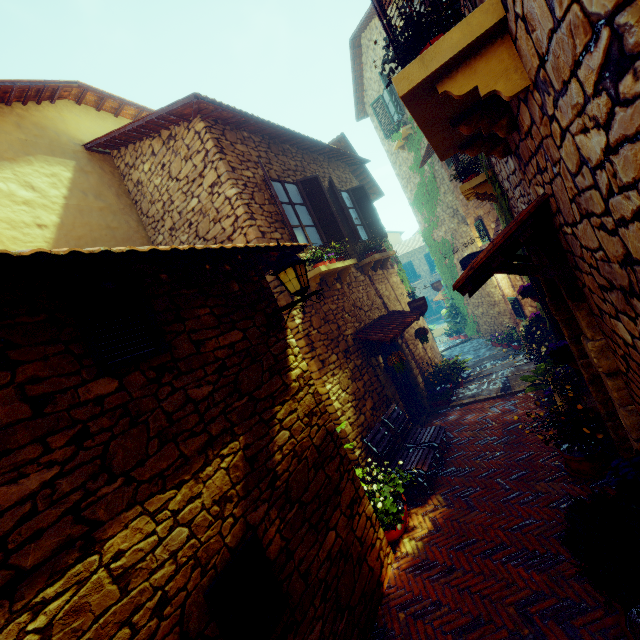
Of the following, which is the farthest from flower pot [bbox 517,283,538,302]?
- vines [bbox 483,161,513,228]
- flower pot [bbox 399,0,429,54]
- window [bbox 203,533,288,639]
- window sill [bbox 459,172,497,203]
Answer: window [bbox 203,533,288,639]

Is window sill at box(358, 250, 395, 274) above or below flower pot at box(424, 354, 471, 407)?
above

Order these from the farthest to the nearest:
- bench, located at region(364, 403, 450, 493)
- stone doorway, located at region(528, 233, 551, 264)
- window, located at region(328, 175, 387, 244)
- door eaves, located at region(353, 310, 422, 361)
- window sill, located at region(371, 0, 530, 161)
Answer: window, located at region(328, 175, 387, 244)
door eaves, located at region(353, 310, 422, 361)
bench, located at region(364, 403, 450, 493)
stone doorway, located at region(528, 233, 551, 264)
window sill, located at region(371, 0, 530, 161)

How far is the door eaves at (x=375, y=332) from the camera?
6.5 meters

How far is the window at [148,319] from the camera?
2.3m

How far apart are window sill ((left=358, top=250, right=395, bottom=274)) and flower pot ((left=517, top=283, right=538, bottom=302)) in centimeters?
312cm

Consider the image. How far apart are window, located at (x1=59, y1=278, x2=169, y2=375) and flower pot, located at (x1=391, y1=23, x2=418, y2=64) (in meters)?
2.55

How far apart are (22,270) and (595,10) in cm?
308
